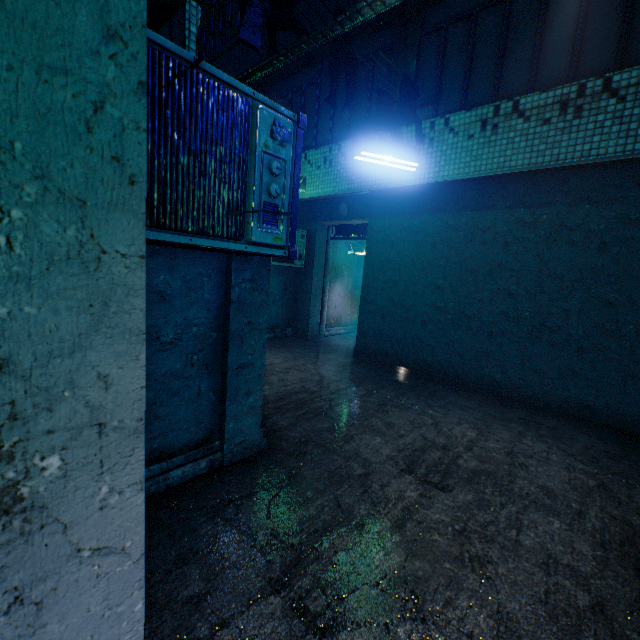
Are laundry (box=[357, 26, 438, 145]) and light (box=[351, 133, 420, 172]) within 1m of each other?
yes

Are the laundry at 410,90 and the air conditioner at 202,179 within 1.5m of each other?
no

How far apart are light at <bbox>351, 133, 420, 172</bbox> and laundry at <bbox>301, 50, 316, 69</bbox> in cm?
120

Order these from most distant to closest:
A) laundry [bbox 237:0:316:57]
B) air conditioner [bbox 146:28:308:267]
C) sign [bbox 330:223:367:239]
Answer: sign [bbox 330:223:367:239] → laundry [bbox 237:0:316:57] → air conditioner [bbox 146:28:308:267]

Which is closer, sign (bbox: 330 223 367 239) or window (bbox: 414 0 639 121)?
window (bbox: 414 0 639 121)

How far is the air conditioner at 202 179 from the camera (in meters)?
1.47

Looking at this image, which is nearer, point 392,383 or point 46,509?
point 46,509

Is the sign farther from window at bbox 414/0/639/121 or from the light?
the light
